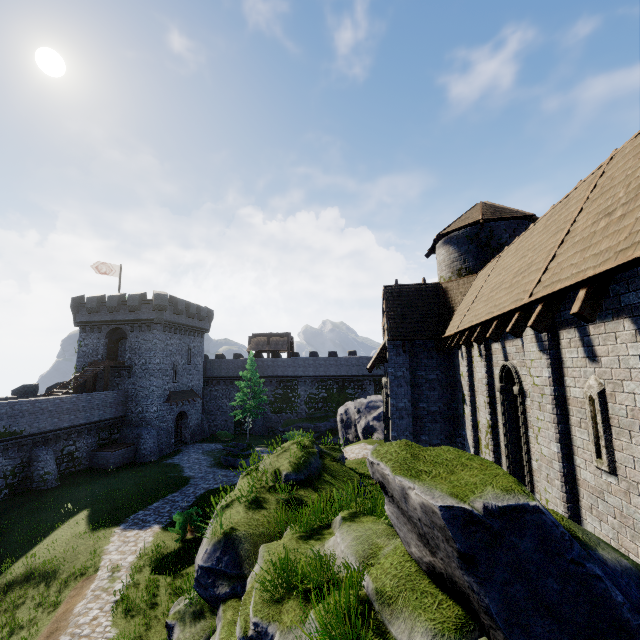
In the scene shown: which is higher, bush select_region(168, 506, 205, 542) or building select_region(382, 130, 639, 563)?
building select_region(382, 130, 639, 563)

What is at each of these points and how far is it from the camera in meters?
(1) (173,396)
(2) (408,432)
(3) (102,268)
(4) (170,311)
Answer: (1) awning, 36.0 m
(2) building, 15.1 m
(3) flag, 35.2 m
(4) building, 35.8 m

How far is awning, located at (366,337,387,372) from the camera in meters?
15.9

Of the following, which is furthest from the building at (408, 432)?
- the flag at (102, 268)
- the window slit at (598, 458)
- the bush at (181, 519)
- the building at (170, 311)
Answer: the flag at (102, 268)

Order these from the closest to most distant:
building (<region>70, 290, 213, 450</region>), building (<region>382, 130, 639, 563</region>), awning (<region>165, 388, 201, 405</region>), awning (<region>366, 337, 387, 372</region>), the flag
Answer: Answer: building (<region>382, 130, 639, 563</region>), awning (<region>366, 337, 387, 372</region>), building (<region>70, 290, 213, 450</region>), the flag, awning (<region>165, 388, 201, 405</region>)

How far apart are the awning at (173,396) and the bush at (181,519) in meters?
19.4 m

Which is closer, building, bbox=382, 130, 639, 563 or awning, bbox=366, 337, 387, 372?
building, bbox=382, 130, 639, 563

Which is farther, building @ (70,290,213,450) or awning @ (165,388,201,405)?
awning @ (165,388,201,405)
